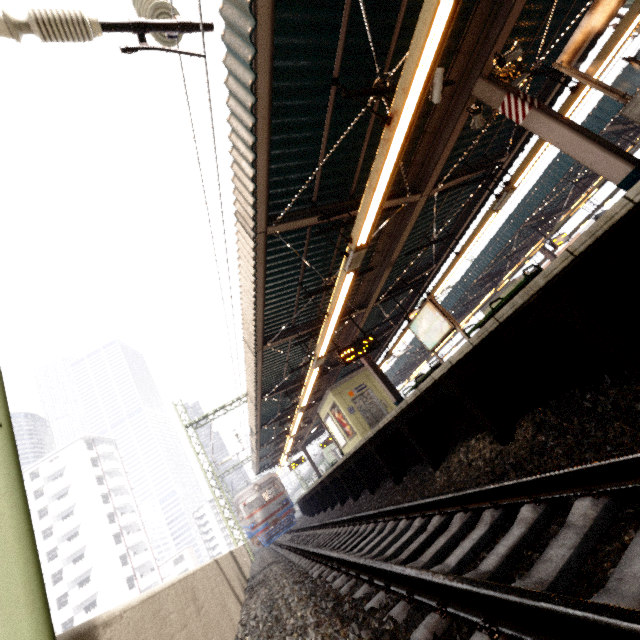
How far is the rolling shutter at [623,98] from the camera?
3.82m

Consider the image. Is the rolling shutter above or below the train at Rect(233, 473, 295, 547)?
above

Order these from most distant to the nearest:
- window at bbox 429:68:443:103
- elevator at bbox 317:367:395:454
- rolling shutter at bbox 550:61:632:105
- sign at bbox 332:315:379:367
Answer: elevator at bbox 317:367:395:454
sign at bbox 332:315:379:367
window at bbox 429:68:443:103
rolling shutter at bbox 550:61:632:105

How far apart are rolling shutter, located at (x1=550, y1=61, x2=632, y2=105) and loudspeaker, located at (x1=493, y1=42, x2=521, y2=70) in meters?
1.8

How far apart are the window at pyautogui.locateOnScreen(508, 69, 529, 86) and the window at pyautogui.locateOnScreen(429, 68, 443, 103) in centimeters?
224cm

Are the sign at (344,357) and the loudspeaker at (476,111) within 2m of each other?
no

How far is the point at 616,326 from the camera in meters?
2.8

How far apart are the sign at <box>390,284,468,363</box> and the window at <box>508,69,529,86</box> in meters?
4.9
